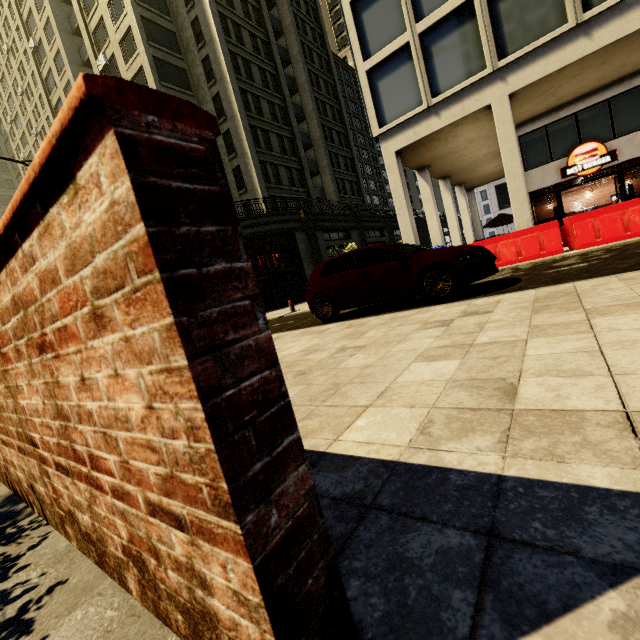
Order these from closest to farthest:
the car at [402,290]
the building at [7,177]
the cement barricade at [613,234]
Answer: the car at [402,290] → the cement barricade at [613,234] → the building at [7,177]

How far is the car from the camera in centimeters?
569cm

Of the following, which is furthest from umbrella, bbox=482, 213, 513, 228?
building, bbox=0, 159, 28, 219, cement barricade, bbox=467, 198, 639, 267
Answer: building, bbox=0, 159, 28, 219

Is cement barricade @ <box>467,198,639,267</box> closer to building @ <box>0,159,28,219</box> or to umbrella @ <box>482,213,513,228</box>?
umbrella @ <box>482,213,513,228</box>

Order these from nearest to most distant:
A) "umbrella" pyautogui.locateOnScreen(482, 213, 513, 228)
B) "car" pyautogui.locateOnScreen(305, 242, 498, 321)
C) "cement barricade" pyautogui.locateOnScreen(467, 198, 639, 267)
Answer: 1. "car" pyautogui.locateOnScreen(305, 242, 498, 321)
2. "cement barricade" pyautogui.locateOnScreen(467, 198, 639, 267)
3. "umbrella" pyautogui.locateOnScreen(482, 213, 513, 228)

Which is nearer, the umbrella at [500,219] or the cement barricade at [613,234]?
the cement barricade at [613,234]

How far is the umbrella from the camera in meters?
20.0

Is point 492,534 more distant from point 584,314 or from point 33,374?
point 584,314
